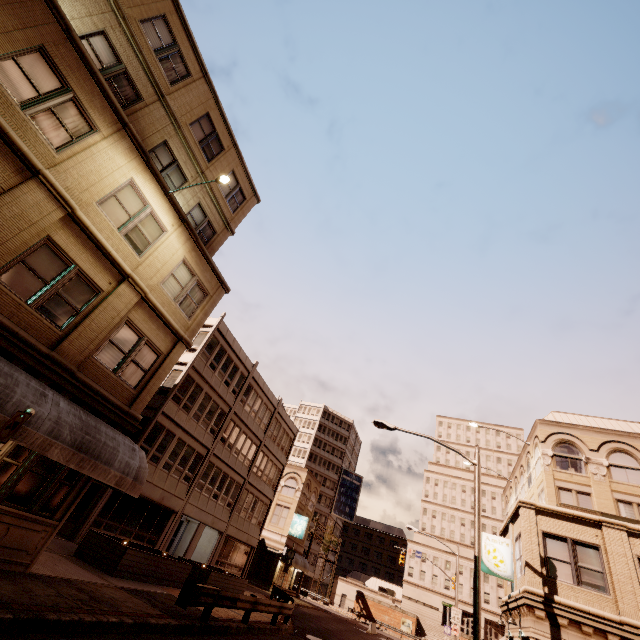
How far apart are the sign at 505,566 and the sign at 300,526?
27.27m

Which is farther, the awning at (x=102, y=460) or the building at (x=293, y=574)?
the building at (x=293, y=574)

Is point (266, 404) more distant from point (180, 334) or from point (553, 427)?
point (553, 427)

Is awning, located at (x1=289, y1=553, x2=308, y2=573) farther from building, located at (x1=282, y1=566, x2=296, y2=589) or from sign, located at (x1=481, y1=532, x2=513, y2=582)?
sign, located at (x1=481, y1=532, x2=513, y2=582)

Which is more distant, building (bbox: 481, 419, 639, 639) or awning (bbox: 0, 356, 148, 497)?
building (bbox: 481, 419, 639, 639)

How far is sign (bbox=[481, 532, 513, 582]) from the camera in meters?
16.4 m

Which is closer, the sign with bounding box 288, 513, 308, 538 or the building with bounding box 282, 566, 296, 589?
the sign with bounding box 288, 513, 308, 538

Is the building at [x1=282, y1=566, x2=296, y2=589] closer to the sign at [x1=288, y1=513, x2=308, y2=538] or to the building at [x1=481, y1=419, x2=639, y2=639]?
the sign at [x1=288, y1=513, x2=308, y2=538]
